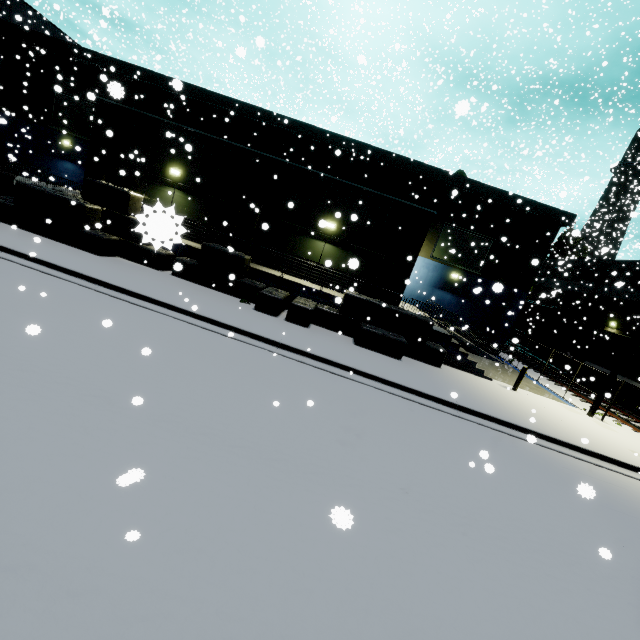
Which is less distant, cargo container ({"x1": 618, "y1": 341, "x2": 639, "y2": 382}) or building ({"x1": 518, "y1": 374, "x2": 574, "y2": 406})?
building ({"x1": 518, "y1": 374, "x2": 574, "y2": 406})

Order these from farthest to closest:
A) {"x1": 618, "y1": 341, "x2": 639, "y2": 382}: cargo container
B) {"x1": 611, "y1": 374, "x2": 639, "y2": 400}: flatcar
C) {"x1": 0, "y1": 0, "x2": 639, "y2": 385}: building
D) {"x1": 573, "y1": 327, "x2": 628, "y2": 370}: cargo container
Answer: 1. {"x1": 573, "y1": 327, "x2": 628, "y2": 370}: cargo container
2. {"x1": 618, "y1": 341, "x2": 639, "y2": 382}: cargo container
3. {"x1": 611, "y1": 374, "x2": 639, "y2": 400}: flatcar
4. {"x1": 0, "y1": 0, "x2": 639, "y2": 385}: building

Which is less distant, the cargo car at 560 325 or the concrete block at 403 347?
the concrete block at 403 347

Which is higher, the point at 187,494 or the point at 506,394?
the point at 506,394

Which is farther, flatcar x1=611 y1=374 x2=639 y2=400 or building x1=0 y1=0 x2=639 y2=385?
flatcar x1=611 y1=374 x2=639 y2=400

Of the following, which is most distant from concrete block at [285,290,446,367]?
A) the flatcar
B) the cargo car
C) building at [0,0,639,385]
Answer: the cargo car

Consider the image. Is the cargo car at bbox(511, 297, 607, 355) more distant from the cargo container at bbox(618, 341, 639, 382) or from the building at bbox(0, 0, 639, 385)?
the building at bbox(0, 0, 639, 385)

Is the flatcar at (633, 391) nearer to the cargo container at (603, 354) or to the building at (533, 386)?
the cargo container at (603, 354)
